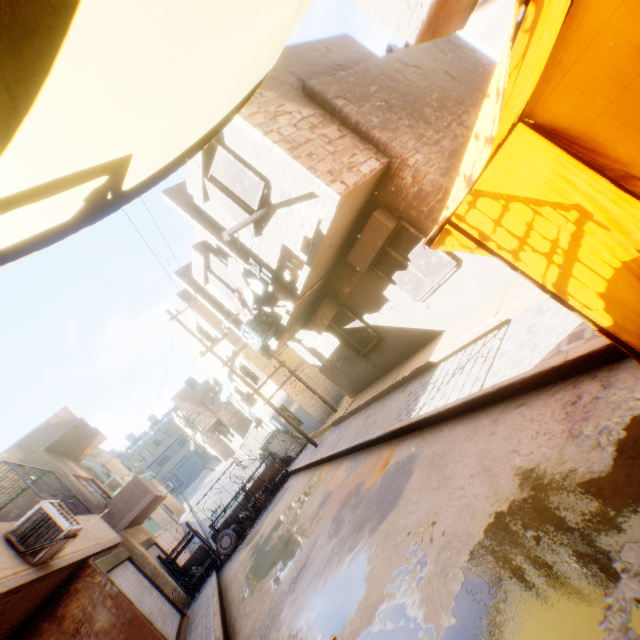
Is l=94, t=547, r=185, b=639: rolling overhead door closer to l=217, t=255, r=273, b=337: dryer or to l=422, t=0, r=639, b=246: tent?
l=217, t=255, r=273, b=337: dryer

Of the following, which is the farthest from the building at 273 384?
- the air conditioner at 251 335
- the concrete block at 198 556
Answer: the concrete block at 198 556

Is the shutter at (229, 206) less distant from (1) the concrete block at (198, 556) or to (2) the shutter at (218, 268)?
(2) the shutter at (218, 268)

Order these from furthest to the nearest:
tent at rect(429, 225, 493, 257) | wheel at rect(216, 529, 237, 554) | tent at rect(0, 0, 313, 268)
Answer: wheel at rect(216, 529, 237, 554) → tent at rect(429, 225, 493, 257) → tent at rect(0, 0, 313, 268)

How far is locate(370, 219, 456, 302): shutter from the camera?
7.1m

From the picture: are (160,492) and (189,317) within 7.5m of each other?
no

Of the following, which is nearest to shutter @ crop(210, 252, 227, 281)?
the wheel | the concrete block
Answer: the wheel

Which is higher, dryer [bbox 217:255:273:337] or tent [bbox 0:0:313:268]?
dryer [bbox 217:255:273:337]
